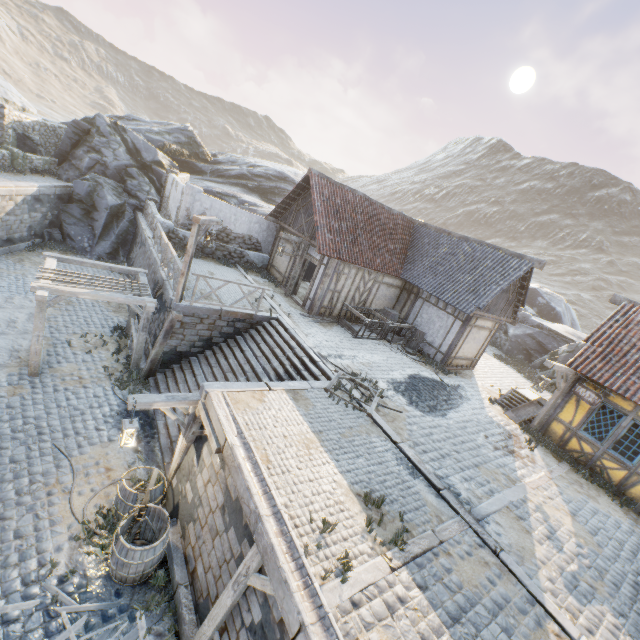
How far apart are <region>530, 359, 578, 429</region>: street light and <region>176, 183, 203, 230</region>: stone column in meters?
16.9

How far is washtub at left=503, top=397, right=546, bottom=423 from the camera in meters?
12.8 m

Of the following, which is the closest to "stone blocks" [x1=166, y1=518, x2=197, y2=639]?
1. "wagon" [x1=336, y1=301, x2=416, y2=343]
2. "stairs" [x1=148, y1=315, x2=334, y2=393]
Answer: "stairs" [x1=148, y1=315, x2=334, y2=393]

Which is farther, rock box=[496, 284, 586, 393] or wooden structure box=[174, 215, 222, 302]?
rock box=[496, 284, 586, 393]

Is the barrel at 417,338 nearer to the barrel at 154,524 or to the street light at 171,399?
the street light at 171,399

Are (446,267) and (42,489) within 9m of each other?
no

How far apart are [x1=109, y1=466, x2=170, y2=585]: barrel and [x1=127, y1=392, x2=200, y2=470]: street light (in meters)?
1.25

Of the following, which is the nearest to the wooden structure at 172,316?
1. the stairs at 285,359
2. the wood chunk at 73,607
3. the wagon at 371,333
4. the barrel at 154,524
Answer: the stairs at 285,359
